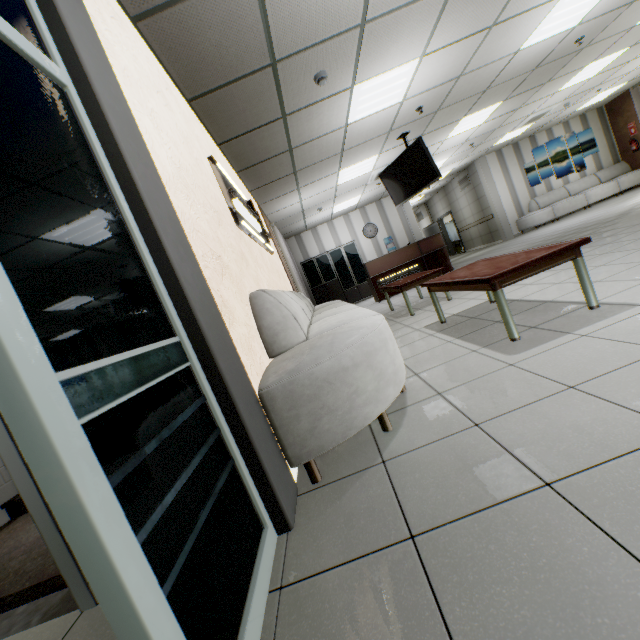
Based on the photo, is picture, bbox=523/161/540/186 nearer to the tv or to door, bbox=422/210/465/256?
door, bbox=422/210/465/256

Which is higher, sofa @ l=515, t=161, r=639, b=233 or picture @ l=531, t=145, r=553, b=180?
picture @ l=531, t=145, r=553, b=180

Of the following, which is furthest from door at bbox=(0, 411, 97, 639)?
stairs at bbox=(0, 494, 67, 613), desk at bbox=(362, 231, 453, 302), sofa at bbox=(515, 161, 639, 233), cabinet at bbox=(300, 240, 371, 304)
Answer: sofa at bbox=(515, 161, 639, 233)

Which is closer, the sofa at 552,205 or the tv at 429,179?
the tv at 429,179

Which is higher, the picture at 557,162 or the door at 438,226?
the door at 438,226

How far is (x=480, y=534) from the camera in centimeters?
102cm

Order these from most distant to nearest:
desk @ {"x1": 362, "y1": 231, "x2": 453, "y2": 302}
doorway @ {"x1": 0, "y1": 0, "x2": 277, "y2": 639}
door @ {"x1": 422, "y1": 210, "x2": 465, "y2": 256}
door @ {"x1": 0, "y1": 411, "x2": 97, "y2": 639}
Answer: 1. door @ {"x1": 422, "y1": 210, "x2": 465, "y2": 256}
2. desk @ {"x1": 362, "y1": 231, "x2": 453, "y2": 302}
3. door @ {"x1": 0, "y1": 411, "x2": 97, "y2": 639}
4. doorway @ {"x1": 0, "y1": 0, "x2": 277, "y2": 639}

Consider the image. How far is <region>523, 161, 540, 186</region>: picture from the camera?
12.10m
